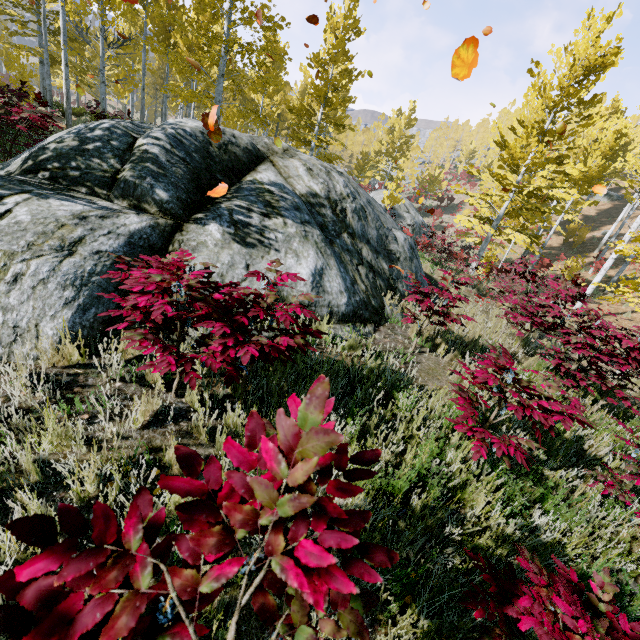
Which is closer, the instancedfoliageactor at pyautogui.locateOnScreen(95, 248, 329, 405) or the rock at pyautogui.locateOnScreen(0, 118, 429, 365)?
the instancedfoliageactor at pyautogui.locateOnScreen(95, 248, 329, 405)

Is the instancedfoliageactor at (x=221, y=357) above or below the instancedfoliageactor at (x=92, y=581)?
below

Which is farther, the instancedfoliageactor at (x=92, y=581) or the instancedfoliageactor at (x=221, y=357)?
the instancedfoliageactor at (x=221, y=357)

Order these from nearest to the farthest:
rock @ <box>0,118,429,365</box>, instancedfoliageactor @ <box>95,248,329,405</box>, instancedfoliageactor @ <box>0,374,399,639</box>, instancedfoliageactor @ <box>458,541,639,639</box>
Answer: instancedfoliageactor @ <box>0,374,399,639</box> < instancedfoliageactor @ <box>458,541,639,639</box> < instancedfoliageactor @ <box>95,248,329,405</box> < rock @ <box>0,118,429,365</box>

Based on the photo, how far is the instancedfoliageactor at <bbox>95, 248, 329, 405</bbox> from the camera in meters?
2.2 m

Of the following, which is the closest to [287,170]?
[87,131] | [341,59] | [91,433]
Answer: [87,131]
